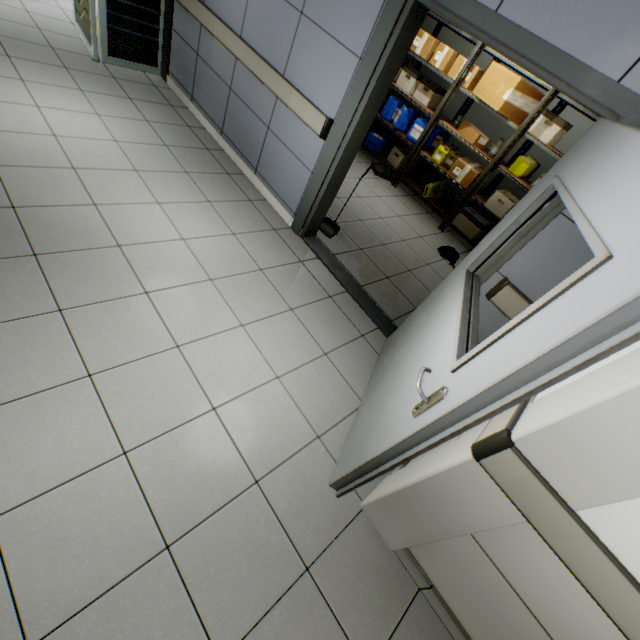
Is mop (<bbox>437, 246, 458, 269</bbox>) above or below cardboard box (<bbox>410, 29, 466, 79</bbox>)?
below

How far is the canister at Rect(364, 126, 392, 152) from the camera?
5.88m

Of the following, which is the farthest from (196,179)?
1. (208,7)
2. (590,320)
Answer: (590,320)

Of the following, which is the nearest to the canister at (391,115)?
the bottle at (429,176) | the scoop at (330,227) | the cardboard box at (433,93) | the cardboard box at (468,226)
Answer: the cardboard box at (433,93)

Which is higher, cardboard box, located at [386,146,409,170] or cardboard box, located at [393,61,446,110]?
cardboard box, located at [393,61,446,110]

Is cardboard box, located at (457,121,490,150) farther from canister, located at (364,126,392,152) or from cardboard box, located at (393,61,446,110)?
canister, located at (364,126,392,152)

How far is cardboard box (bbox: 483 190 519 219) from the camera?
4.6 meters

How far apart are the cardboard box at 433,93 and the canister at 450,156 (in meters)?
0.86
